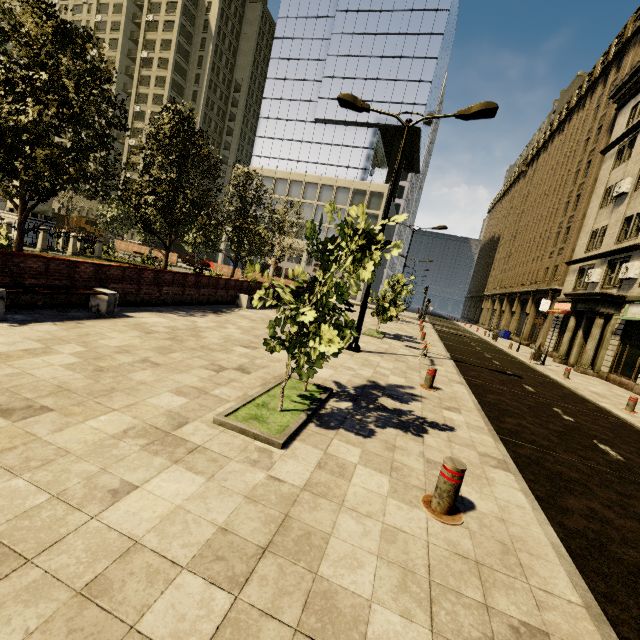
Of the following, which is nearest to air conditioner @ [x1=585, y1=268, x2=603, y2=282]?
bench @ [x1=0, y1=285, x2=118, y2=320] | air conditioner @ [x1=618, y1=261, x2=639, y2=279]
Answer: air conditioner @ [x1=618, y1=261, x2=639, y2=279]

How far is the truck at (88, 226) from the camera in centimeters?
4962cm

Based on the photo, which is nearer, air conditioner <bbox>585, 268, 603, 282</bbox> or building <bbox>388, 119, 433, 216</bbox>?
air conditioner <bbox>585, 268, 603, 282</bbox>

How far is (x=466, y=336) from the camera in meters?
29.0

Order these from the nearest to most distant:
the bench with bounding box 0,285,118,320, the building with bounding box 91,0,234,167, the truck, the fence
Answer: the bench with bounding box 0,285,118,320 < the fence < the truck < the building with bounding box 91,0,234,167

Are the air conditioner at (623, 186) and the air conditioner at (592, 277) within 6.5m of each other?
yes

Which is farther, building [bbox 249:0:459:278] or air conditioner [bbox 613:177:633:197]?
building [bbox 249:0:459:278]

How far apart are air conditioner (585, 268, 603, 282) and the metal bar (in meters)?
25.37
